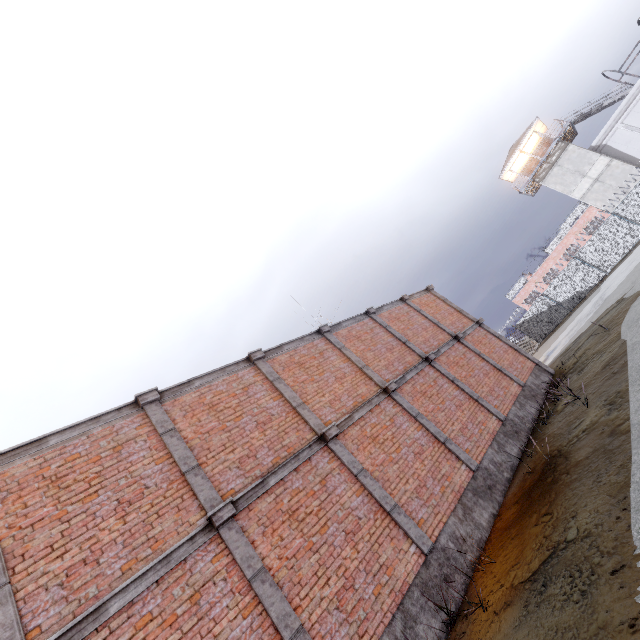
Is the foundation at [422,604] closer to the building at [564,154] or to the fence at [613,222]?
the fence at [613,222]

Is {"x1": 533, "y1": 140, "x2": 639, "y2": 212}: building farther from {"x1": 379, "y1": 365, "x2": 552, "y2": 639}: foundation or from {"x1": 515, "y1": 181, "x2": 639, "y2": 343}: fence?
{"x1": 379, "y1": 365, "x2": 552, "y2": 639}: foundation

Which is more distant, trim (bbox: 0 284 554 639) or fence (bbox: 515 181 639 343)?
fence (bbox: 515 181 639 343)

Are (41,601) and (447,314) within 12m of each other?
no

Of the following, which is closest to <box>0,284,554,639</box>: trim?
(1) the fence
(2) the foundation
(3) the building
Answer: (2) the foundation

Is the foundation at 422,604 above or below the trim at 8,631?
below
